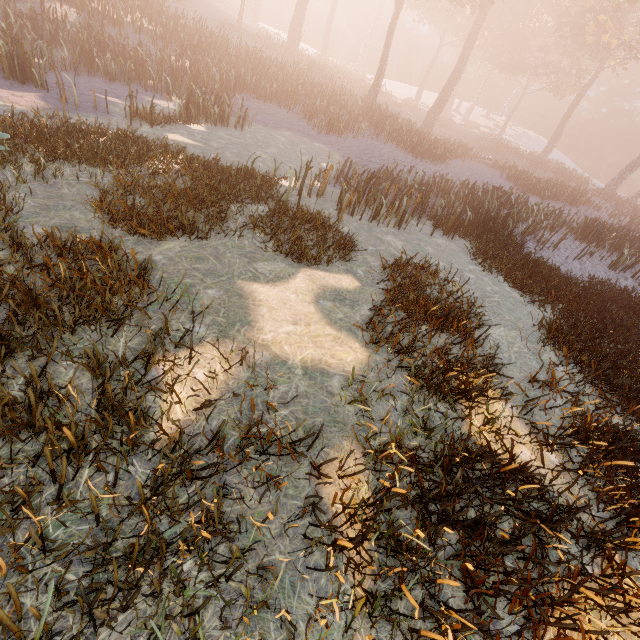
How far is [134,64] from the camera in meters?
14.6
